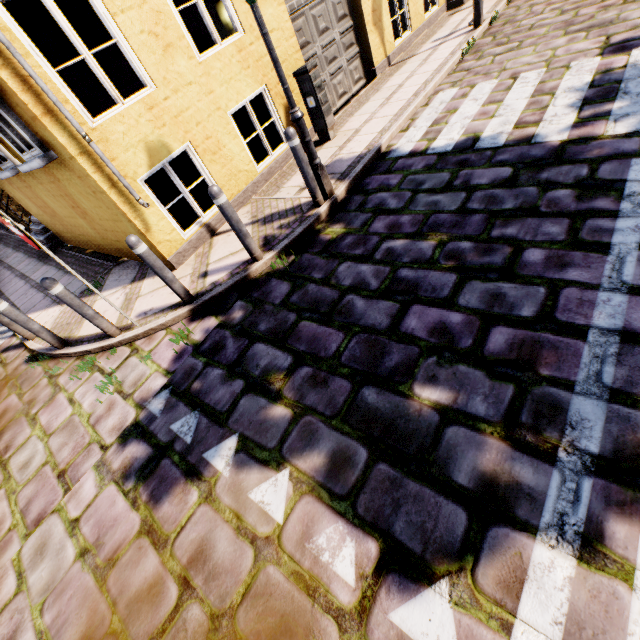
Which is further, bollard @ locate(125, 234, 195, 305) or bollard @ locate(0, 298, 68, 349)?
bollard @ locate(0, 298, 68, 349)

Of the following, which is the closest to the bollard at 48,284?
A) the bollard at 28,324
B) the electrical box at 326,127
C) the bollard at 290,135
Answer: the bollard at 28,324

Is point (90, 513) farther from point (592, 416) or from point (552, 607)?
point (592, 416)

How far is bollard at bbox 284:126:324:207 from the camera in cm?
414

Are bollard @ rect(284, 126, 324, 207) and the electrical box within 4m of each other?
yes

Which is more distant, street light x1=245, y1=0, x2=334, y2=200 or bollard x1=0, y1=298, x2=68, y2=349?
bollard x1=0, y1=298, x2=68, y2=349

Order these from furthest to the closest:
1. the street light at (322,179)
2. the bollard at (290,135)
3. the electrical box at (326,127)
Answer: the electrical box at (326,127)
the bollard at (290,135)
the street light at (322,179)

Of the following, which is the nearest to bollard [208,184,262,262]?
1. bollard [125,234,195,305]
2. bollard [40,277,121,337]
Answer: bollard [125,234,195,305]
